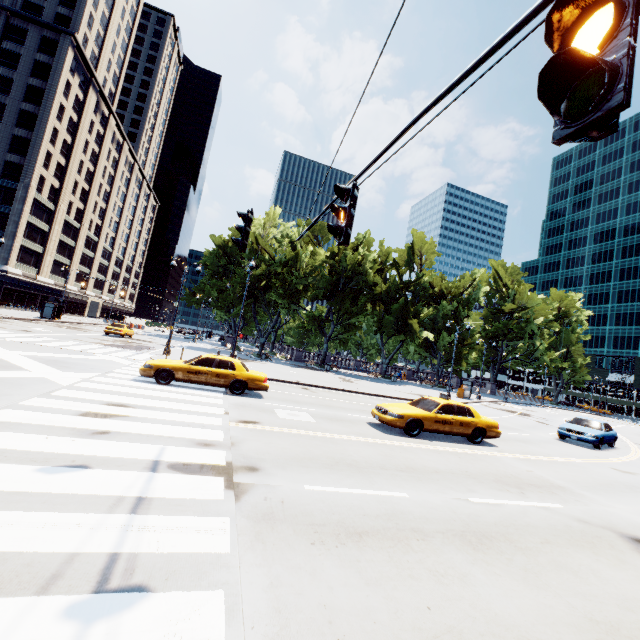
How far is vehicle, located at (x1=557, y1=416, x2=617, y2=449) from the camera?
17.2 meters

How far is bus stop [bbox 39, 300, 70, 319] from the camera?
40.1m

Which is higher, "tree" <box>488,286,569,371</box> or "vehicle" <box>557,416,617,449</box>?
"tree" <box>488,286,569,371</box>

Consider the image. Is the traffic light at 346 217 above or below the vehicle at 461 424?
above

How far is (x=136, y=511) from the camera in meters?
4.2

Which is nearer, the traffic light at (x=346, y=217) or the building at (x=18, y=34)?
the traffic light at (x=346, y=217)

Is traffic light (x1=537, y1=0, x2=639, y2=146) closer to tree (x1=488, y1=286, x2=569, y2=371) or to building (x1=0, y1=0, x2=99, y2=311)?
tree (x1=488, y1=286, x2=569, y2=371)

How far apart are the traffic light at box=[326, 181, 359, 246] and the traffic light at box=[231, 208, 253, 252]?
2.70m
